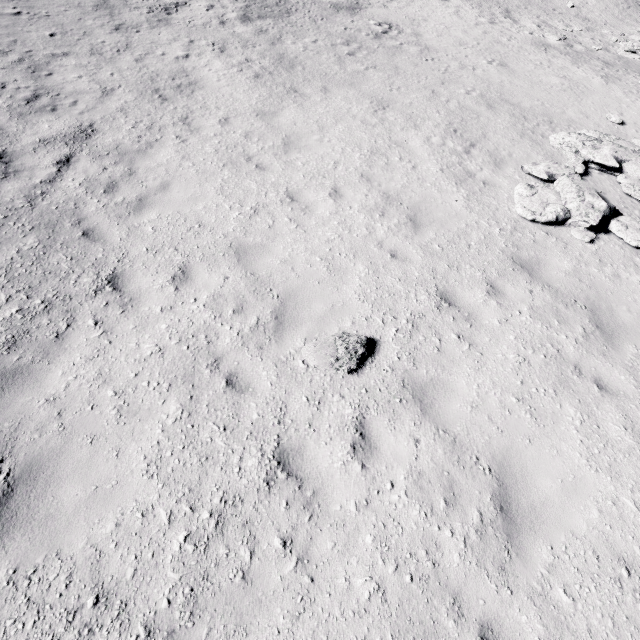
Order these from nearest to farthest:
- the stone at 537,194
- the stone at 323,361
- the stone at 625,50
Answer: the stone at 323,361 < the stone at 537,194 < the stone at 625,50

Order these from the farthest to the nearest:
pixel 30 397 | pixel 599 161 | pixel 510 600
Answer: pixel 599 161 → pixel 30 397 → pixel 510 600

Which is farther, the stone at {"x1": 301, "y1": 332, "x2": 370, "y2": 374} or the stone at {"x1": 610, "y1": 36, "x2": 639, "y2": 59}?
the stone at {"x1": 610, "y1": 36, "x2": 639, "y2": 59}

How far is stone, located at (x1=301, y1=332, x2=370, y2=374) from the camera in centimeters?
501cm

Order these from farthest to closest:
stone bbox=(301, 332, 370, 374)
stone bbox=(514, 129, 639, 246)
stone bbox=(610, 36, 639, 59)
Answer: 1. stone bbox=(610, 36, 639, 59)
2. stone bbox=(514, 129, 639, 246)
3. stone bbox=(301, 332, 370, 374)

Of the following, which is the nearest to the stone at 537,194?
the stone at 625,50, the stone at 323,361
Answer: the stone at 323,361

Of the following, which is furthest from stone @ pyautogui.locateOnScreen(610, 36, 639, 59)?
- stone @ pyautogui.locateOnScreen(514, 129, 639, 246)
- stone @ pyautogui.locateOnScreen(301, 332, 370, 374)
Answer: stone @ pyautogui.locateOnScreen(301, 332, 370, 374)

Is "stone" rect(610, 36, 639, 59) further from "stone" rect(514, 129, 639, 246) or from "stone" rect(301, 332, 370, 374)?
"stone" rect(301, 332, 370, 374)
